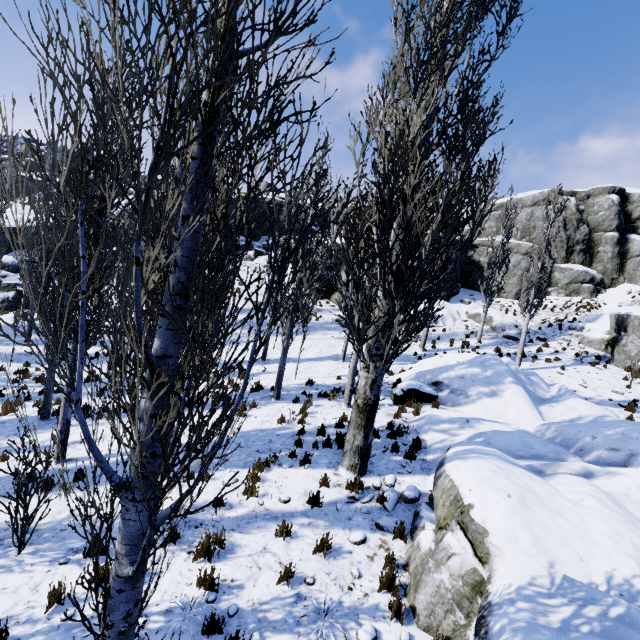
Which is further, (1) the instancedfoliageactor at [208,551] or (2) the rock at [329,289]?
(2) the rock at [329,289]

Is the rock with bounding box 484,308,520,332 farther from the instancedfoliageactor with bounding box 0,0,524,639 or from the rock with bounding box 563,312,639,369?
the instancedfoliageactor with bounding box 0,0,524,639

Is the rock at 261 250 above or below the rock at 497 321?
above

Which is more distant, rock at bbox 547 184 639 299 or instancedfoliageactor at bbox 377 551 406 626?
rock at bbox 547 184 639 299

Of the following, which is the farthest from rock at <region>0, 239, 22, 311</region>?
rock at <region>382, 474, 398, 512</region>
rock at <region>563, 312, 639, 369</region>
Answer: rock at <region>382, 474, 398, 512</region>

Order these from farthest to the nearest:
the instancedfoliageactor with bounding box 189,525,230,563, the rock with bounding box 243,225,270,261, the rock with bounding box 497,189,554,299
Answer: the rock with bounding box 243,225,270,261
the rock with bounding box 497,189,554,299
the instancedfoliageactor with bounding box 189,525,230,563

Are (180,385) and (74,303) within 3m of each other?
no
